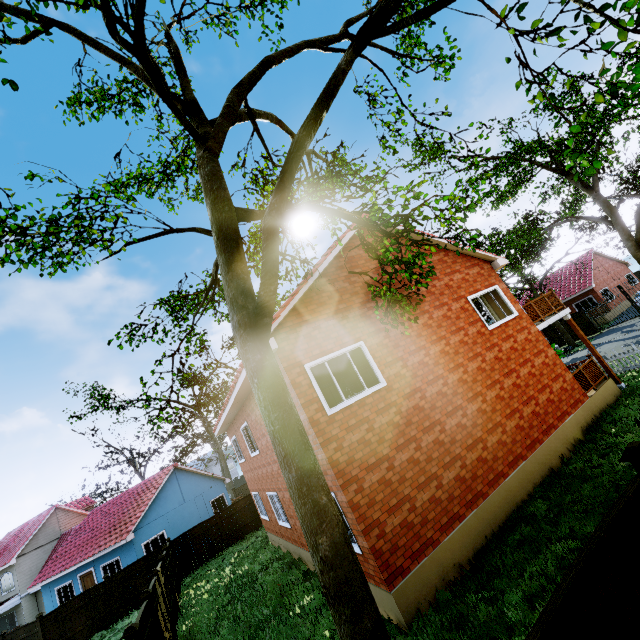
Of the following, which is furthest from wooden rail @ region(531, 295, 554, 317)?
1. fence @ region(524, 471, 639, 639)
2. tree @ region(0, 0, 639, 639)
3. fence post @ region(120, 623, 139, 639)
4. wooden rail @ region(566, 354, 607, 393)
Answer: fence post @ region(120, 623, 139, 639)

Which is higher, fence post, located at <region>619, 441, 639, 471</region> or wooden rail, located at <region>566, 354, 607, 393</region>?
fence post, located at <region>619, 441, 639, 471</region>

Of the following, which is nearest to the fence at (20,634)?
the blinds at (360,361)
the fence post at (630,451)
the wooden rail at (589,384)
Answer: the fence post at (630,451)

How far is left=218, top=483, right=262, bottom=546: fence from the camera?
21.3 meters

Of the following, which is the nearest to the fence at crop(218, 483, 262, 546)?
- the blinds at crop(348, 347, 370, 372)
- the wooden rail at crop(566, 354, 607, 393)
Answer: the wooden rail at crop(566, 354, 607, 393)

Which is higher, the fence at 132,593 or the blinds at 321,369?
the blinds at 321,369

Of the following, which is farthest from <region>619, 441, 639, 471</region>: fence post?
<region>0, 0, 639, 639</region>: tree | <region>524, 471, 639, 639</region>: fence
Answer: <region>0, 0, 639, 639</region>: tree

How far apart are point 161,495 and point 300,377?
23.8m
